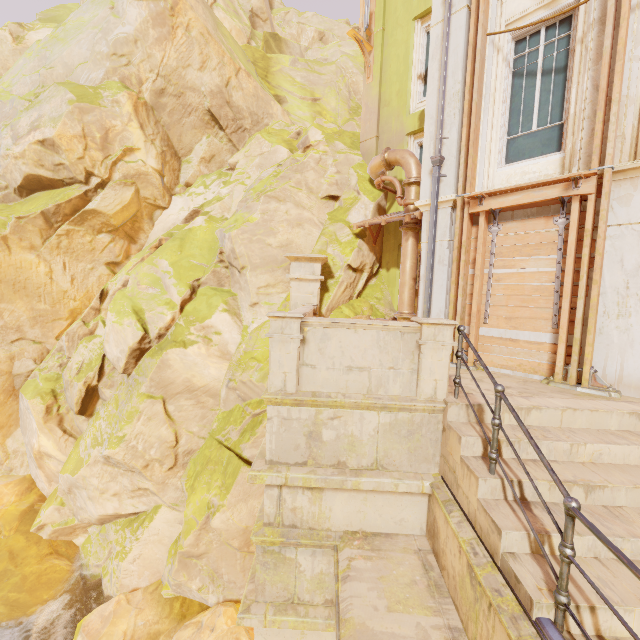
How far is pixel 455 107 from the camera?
6.9m

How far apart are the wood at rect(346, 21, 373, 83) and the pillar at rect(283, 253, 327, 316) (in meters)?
7.69

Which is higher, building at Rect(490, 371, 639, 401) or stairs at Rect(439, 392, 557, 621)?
building at Rect(490, 371, 639, 401)

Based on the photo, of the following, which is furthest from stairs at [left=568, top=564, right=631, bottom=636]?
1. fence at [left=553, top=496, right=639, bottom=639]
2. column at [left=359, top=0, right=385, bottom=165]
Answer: column at [left=359, top=0, right=385, bottom=165]

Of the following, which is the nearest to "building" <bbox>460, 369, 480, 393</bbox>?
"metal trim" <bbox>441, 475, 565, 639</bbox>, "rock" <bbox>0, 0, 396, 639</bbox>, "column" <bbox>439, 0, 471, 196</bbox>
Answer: "metal trim" <bbox>441, 475, 565, 639</bbox>

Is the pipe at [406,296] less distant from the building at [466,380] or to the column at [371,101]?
the column at [371,101]

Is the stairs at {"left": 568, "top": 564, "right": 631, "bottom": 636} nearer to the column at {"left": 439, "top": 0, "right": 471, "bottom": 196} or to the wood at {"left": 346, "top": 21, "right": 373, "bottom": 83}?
the column at {"left": 439, "top": 0, "right": 471, "bottom": 196}

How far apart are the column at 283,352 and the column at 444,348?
1.56m
